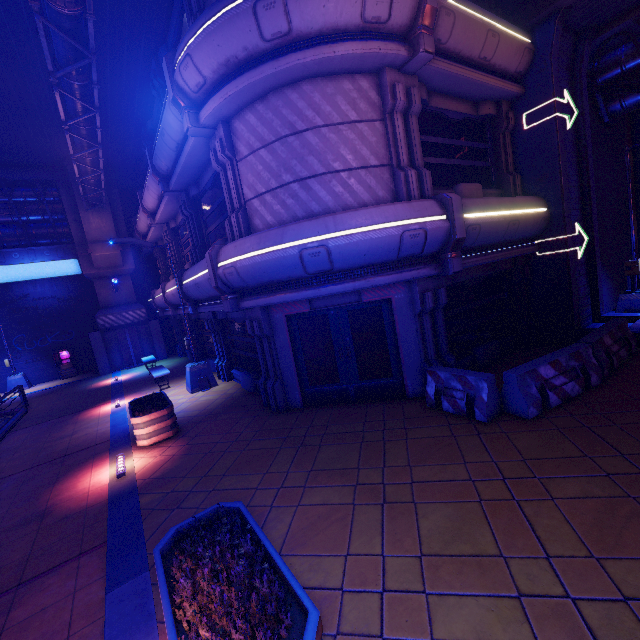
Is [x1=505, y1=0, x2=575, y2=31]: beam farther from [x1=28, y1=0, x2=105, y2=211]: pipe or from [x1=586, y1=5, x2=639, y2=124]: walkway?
[x1=28, y1=0, x2=105, y2=211]: pipe

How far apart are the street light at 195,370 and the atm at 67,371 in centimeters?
1403cm

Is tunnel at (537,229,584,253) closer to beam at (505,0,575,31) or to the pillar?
beam at (505,0,575,31)

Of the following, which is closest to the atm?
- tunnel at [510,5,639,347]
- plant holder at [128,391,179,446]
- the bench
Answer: the bench

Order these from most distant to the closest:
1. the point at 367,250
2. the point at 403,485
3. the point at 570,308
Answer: the point at 570,308
the point at 367,250
the point at 403,485

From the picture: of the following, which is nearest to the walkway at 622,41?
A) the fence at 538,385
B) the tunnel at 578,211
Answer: the tunnel at 578,211

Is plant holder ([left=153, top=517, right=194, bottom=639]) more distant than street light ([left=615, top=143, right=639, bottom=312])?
No

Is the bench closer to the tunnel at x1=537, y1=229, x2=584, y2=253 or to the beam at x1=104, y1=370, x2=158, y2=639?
the beam at x1=104, y1=370, x2=158, y2=639
